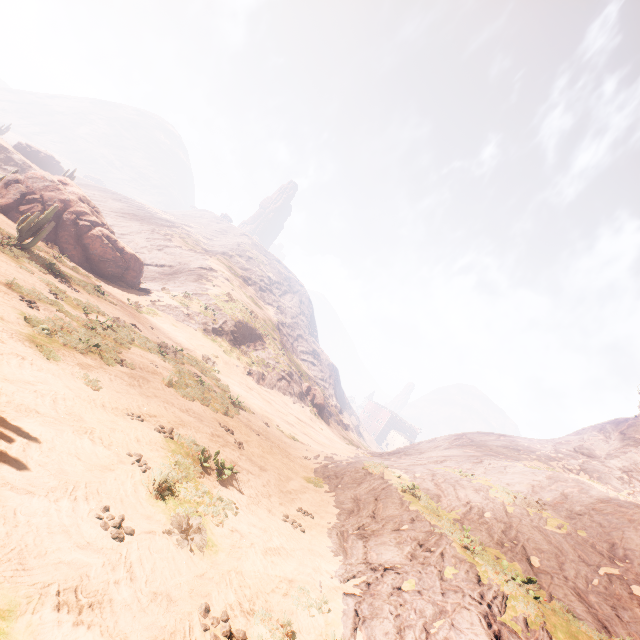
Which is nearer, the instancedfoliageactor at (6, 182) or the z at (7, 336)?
the z at (7, 336)

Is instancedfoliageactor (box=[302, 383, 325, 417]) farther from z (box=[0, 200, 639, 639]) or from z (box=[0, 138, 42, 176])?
z (box=[0, 138, 42, 176])

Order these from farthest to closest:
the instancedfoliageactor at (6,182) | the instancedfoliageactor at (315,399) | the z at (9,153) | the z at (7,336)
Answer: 1. the z at (9,153)
2. the instancedfoliageactor at (315,399)
3. the instancedfoliageactor at (6,182)
4. the z at (7,336)

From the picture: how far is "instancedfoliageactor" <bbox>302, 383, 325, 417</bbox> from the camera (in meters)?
44.94

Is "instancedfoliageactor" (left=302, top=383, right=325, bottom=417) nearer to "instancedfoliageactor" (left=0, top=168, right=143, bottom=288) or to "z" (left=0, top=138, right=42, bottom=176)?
"instancedfoliageactor" (left=0, top=168, right=143, bottom=288)

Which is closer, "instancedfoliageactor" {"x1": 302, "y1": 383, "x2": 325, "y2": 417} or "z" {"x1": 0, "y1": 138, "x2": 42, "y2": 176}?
"instancedfoliageactor" {"x1": 302, "y1": 383, "x2": 325, "y2": 417}

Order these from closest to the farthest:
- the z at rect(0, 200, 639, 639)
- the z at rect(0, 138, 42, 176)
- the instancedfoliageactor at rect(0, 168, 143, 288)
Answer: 1. the z at rect(0, 200, 639, 639)
2. the instancedfoliageactor at rect(0, 168, 143, 288)
3. the z at rect(0, 138, 42, 176)

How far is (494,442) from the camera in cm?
3180
